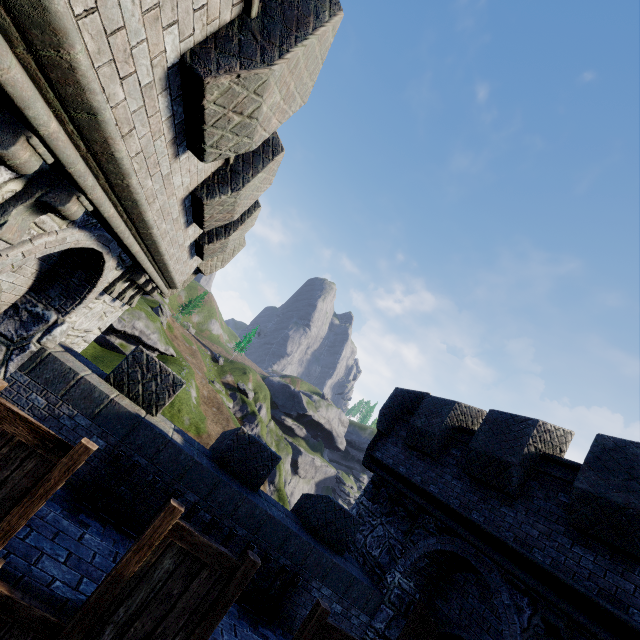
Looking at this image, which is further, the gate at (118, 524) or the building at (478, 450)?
the gate at (118, 524)

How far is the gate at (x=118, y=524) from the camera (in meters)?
5.95

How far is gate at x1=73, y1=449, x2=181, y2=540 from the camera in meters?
5.9 m

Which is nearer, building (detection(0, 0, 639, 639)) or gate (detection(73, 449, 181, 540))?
building (detection(0, 0, 639, 639))

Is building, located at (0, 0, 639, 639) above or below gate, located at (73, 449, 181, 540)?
above

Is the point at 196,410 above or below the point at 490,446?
below
